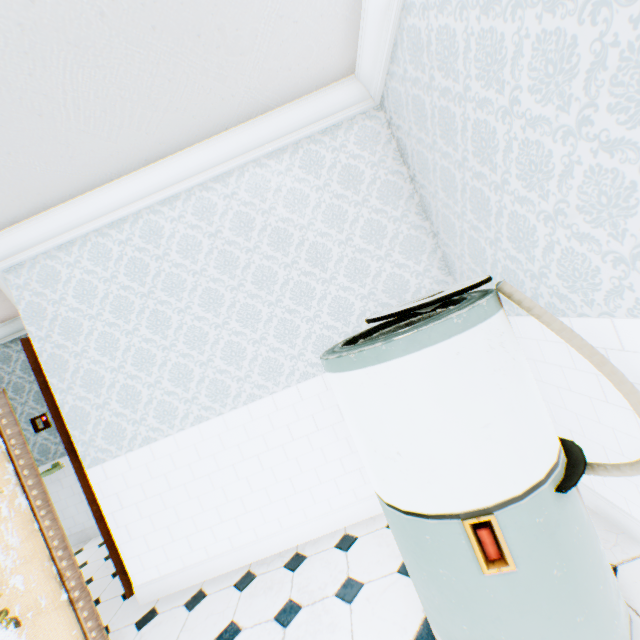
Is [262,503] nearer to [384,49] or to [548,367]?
[548,367]

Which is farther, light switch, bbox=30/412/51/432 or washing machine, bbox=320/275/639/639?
light switch, bbox=30/412/51/432

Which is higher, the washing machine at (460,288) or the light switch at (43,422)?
the light switch at (43,422)

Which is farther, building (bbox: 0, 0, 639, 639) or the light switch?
the light switch

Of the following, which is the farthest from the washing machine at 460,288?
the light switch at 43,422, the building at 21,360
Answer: the light switch at 43,422

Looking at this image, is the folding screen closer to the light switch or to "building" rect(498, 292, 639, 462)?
"building" rect(498, 292, 639, 462)

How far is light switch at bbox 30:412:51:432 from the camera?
4.4m
